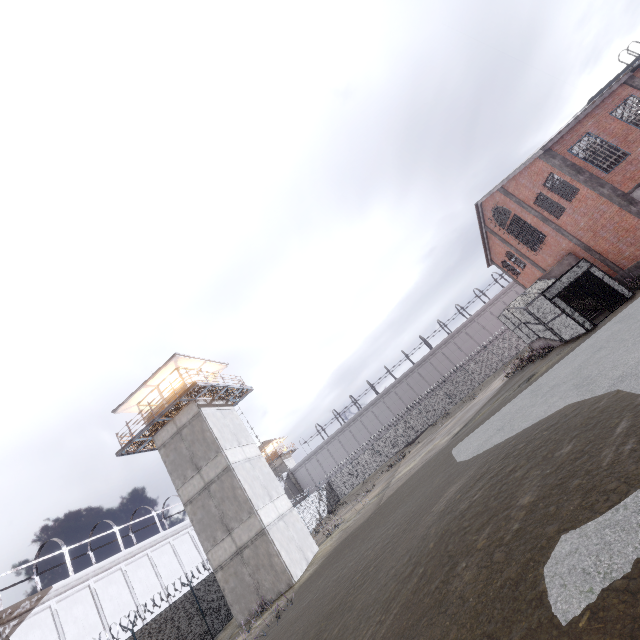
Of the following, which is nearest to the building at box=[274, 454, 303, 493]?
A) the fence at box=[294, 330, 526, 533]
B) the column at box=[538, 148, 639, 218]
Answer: the fence at box=[294, 330, 526, 533]

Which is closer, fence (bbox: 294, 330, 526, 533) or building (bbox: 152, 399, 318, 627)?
building (bbox: 152, 399, 318, 627)

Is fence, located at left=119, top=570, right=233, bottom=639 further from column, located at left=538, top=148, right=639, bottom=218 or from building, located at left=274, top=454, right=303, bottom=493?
column, located at left=538, top=148, right=639, bottom=218

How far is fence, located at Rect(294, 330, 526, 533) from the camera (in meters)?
37.56

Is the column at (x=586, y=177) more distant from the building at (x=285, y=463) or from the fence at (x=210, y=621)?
the building at (x=285, y=463)

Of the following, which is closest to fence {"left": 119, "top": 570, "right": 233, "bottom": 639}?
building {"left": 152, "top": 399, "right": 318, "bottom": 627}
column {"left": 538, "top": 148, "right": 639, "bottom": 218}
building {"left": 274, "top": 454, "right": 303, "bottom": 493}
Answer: building {"left": 152, "top": 399, "right": 318, "bottom": 627}

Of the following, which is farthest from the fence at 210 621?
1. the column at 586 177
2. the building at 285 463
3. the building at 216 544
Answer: the column at 586 177

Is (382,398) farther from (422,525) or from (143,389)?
(422,525)
